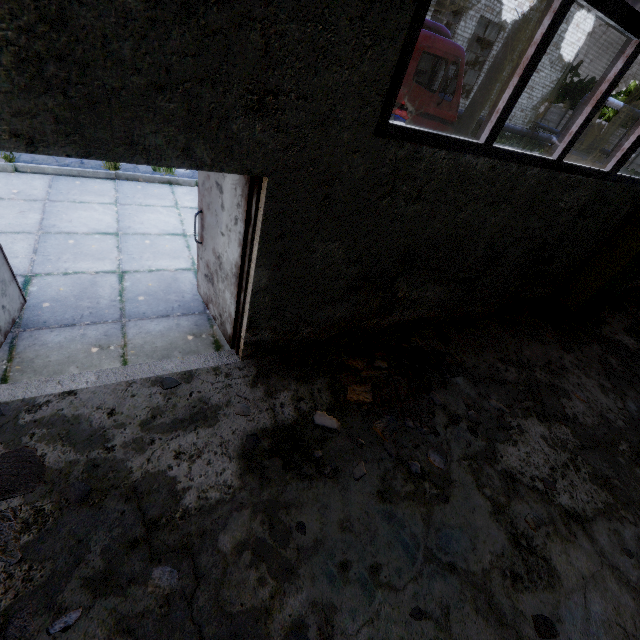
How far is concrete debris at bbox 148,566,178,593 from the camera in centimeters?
223cm

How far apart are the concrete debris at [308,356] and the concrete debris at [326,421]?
0.5 meters

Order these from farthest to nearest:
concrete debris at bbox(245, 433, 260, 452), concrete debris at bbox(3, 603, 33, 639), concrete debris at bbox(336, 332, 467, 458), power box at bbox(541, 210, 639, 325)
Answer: power box at bbox(541, 210, 639, 325) < concrete debris at bbox(336, 332, 467, 458) < concrete debris at bbox(245, 433, 260, 452) < concrete debris at bbox(3, 603, 33, 639)

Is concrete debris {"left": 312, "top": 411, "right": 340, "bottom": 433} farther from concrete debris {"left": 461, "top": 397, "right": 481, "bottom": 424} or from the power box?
the power box

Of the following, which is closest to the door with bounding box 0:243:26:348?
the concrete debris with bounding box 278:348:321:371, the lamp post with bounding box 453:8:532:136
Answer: the concrete debris with bounding box 278:348:321:371

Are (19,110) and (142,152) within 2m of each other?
yes

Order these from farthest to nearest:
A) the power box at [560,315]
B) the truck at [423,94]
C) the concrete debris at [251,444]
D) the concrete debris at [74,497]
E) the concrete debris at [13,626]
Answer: the truck at [423,94], the power box at [560,315], the concrete debris at [251,444], the concrete debris at [74,497], the concrete debris at [13,626]

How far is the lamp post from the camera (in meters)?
8.15
